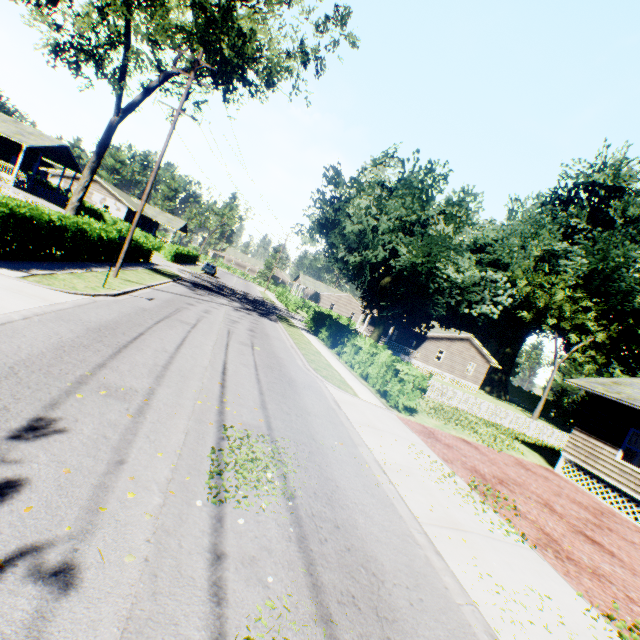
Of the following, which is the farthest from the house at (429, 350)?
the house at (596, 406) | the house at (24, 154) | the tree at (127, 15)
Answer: the house at (24, 154)

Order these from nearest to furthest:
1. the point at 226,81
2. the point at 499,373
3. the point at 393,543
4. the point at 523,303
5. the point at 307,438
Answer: the point at 393,543 → the point at 307,438 → the point at 226,81 → the point at 523,303 → the point at 499,373

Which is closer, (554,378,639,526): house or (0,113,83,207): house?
(554,378,639,526): house

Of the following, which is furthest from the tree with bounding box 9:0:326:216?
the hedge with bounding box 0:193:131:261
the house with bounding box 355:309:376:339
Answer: the house with bounding box 355:309:376:339

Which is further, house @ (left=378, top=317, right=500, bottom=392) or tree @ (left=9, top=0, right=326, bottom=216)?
house @ (left=378, top=317, right=500, bottom=392)

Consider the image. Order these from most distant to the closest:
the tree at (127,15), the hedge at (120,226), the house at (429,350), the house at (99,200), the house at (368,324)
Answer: the house at (99,200) → the house at (368,324) → the house at (429,350) → the tree at (127,15) → the hedge at (120,226)

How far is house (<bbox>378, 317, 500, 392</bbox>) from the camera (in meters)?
39.25

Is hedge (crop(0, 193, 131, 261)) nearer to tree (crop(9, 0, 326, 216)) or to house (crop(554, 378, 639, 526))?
tree (crop(9, 0, 326, 216))
